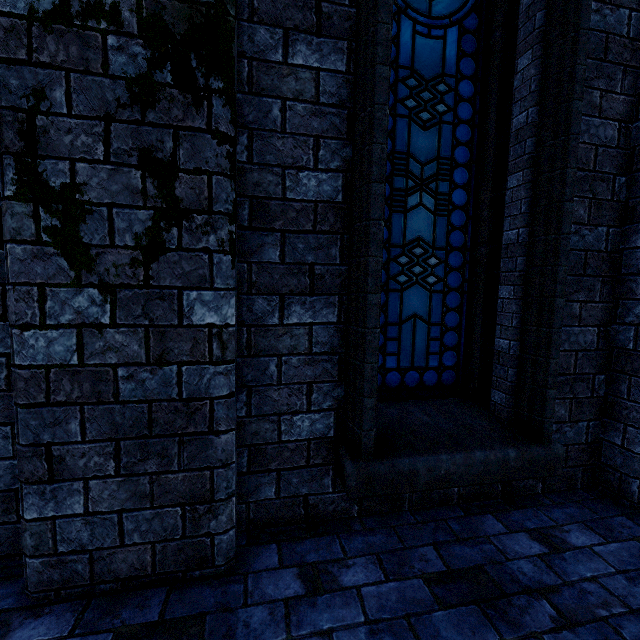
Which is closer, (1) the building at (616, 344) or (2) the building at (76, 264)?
(2) the building at (76, 264)

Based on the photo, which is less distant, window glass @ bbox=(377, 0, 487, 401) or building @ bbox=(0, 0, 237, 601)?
building @ bbox=(0, 0, 237, 601)

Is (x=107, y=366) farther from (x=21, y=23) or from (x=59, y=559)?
(x=21, y=23)

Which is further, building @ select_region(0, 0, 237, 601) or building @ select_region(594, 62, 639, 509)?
building @ select_region(594, 62, 639, 509)

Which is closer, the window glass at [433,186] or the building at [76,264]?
the building at [76,264]
